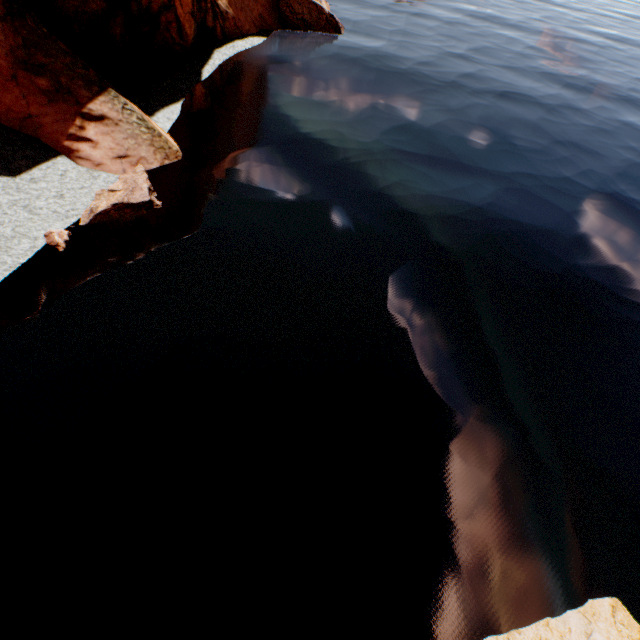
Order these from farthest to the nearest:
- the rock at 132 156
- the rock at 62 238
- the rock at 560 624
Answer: the rock at 132 156 < the rock at 62 238 < the rock at 560 624

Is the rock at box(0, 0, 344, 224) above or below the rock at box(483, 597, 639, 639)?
above

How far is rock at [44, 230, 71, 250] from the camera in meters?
9.4

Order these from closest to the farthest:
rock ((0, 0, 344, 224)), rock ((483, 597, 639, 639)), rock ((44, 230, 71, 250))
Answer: rock ((483, 597, 639, 639))
rock ((44, 230, 71, 250))
rock ((0, 0, 344, 224))

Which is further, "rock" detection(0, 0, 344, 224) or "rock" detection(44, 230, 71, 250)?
"rock" detection(0, 0, 344, 224)

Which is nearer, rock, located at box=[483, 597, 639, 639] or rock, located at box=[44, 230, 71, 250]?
rock, located at box=[483, 597, 639, 639]

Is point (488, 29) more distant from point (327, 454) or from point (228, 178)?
point (327, 454)

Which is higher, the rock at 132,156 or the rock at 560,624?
the rock at 132,156
